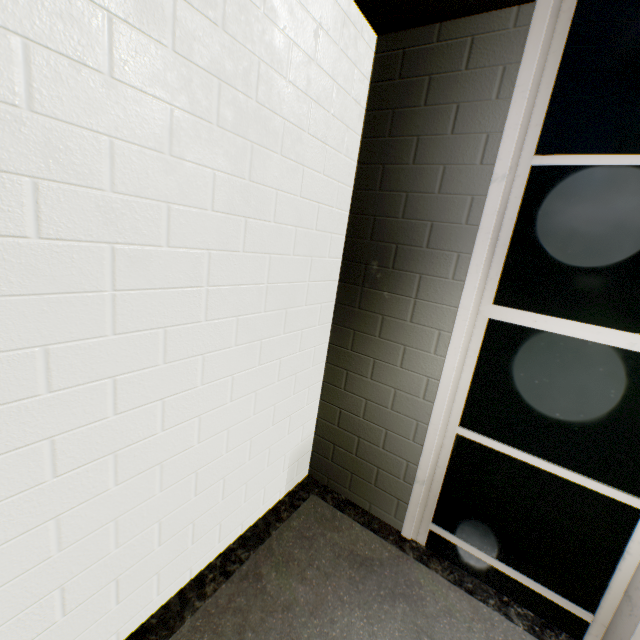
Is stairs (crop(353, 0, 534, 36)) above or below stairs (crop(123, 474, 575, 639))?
above

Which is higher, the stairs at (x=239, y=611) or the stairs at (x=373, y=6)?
the stairs at (x=373, y=6)

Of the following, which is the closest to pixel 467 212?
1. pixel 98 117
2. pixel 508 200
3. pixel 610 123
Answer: pixel 508 200
